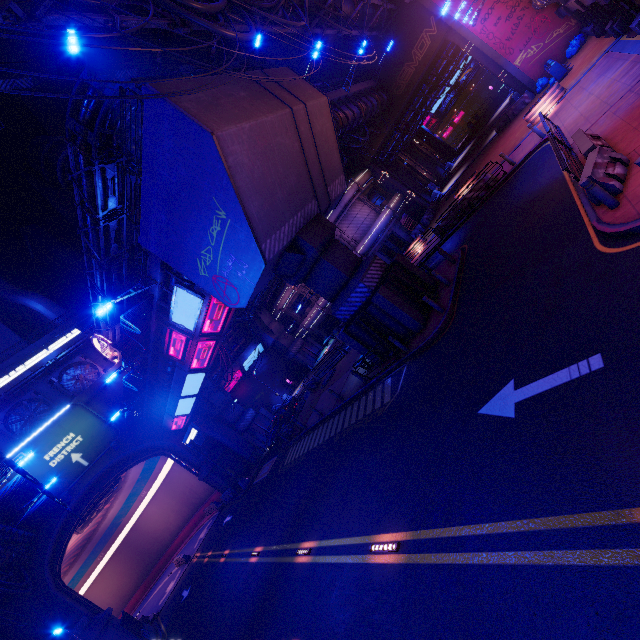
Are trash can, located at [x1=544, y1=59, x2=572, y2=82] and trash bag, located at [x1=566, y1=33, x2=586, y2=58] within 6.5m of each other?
yes

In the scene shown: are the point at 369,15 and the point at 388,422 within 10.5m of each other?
no

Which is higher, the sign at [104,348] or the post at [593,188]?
the sign at [104,348]

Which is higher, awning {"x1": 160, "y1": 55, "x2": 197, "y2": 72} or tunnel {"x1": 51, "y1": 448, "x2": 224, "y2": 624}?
awning {"x1": 160, "y1": 55, "x2": 197, "y2": 72}

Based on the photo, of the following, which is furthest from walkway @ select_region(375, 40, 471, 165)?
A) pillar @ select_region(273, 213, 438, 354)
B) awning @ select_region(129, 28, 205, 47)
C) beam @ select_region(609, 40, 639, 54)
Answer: pillar @ select_region(273, 213, 438, 354)

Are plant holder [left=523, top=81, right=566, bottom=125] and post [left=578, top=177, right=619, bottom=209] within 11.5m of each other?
no

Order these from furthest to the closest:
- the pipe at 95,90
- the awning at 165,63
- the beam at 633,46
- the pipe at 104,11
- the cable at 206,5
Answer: the pipe at 95,90
the awning at 165,63
the beam at 633,46
the pipe at 104,11
the cable at 206,5

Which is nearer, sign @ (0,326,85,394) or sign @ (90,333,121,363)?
sign @ (0,326,85,394)
